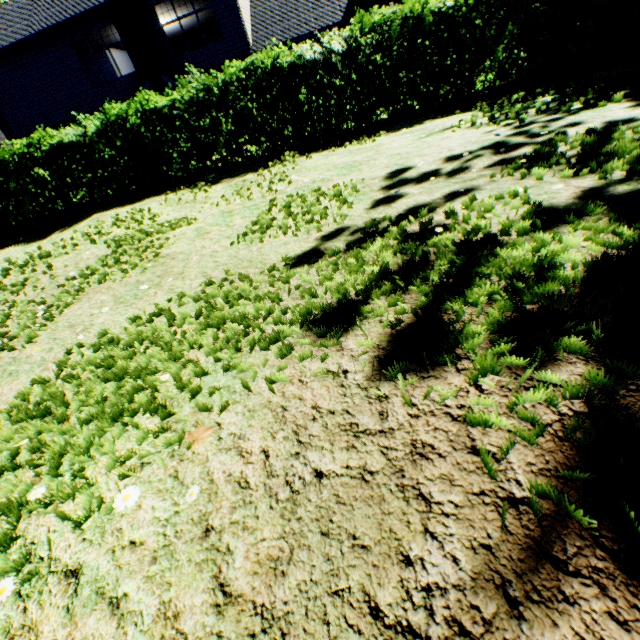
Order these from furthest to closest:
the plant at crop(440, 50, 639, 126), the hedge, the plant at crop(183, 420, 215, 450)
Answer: the hedge < the plant at crop(440, 50, 639, 126) < the plant at crop(183, 420, 215, 450)

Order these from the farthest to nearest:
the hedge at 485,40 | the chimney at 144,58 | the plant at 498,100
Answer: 1. the chimney at 144,58
2. the hedge at 485,40
3. the plant at 498,100

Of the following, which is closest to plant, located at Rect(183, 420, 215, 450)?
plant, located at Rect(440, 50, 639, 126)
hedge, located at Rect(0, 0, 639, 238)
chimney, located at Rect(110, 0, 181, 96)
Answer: hedge, located at Rect(0, 0, 639, 238)

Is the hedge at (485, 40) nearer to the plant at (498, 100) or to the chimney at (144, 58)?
the chimney at (144, 58)

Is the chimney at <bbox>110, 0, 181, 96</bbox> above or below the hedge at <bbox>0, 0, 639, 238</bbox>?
above

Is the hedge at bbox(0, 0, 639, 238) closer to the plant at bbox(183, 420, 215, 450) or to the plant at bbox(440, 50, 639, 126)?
the plant at bbox(183, 420, 215, 450)

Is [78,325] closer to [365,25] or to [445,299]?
[445,299]

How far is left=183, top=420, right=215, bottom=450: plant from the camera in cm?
155
